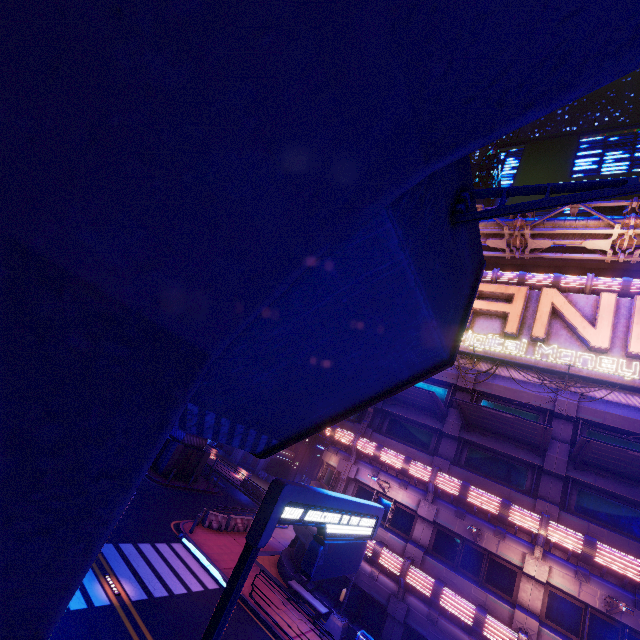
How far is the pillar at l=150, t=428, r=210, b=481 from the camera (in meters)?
27.42

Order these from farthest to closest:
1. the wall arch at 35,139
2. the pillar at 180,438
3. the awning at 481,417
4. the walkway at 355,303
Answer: the pillar at 180,438 < the awning at 481,417 < the walkway at 355,303 < the wall arch at 35,139

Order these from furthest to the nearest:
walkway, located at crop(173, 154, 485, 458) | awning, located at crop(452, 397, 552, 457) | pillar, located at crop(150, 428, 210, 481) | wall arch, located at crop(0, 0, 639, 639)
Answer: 1. pillar, located at crop(150, 428, 210, 481)
2. awning, located at crop(452, 397, 552, 457)
3. walkway, located at crop(173, 154, 485, 458)
4. wall arch, located at crop(0, 0, 639, 639)

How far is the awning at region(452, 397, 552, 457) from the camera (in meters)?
14.27

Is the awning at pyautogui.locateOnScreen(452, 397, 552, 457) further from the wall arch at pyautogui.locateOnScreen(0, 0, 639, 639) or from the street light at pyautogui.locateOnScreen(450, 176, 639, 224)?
the wall arch at pyautogui.locateOnScreen(0, 0, 639, 639)

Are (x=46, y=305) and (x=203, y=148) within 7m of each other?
yes

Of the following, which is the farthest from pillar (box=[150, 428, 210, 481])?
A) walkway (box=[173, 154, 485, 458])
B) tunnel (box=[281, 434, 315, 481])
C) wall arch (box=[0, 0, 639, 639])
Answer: wall arch (box=[0, 0, 639, 639])

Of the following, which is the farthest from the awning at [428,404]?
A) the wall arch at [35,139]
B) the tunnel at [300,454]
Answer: the tunnel at [300,454]
